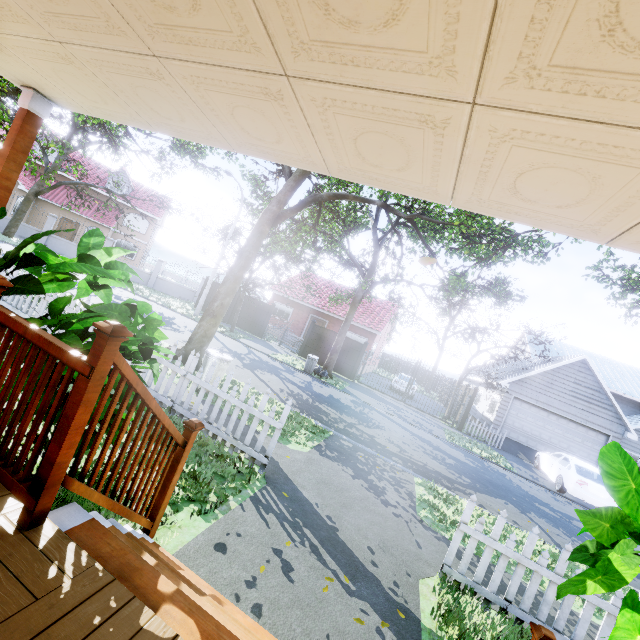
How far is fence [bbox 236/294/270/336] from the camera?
22.5m

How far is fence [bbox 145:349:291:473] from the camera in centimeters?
504cm

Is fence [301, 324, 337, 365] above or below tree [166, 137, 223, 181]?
below

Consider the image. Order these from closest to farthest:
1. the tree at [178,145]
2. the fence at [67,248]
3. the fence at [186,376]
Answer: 1. the fence at [186,376]
2. the tree at [178,145]
3. the fence at [67,248]

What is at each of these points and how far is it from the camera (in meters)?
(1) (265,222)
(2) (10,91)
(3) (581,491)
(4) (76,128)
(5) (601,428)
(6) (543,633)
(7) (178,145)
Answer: (1) tree, 9.30
(2) tree, 11.21
(3) car, 12.49
(4) tree, 20.30
(5) garage door, 17.83
(6) stairs, 1.95
(7) tree, 16.28

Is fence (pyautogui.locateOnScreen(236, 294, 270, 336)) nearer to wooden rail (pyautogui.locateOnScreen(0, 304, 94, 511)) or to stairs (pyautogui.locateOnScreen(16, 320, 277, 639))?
stairs (pyautogui.locateOnScreen(16, 320, 277, 639))

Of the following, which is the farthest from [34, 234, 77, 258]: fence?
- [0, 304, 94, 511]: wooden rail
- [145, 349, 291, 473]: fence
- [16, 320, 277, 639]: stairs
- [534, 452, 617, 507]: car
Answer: [0, 304, 94, 511]: wooden rail

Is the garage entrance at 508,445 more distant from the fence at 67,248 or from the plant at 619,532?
the plant at 619,532
